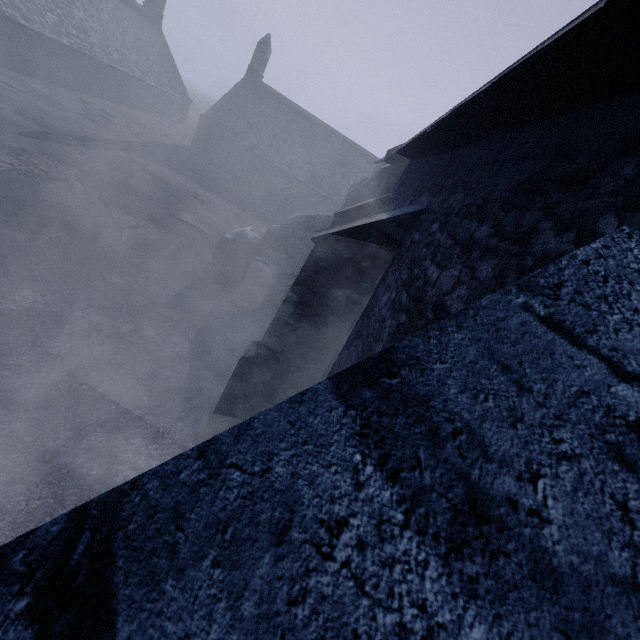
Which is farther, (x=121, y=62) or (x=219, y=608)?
(x=121, y=62)

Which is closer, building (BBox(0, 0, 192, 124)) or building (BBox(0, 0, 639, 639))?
building (BBox(0, 0, 639, 639))

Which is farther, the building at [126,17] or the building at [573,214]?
the building at [126,17]
